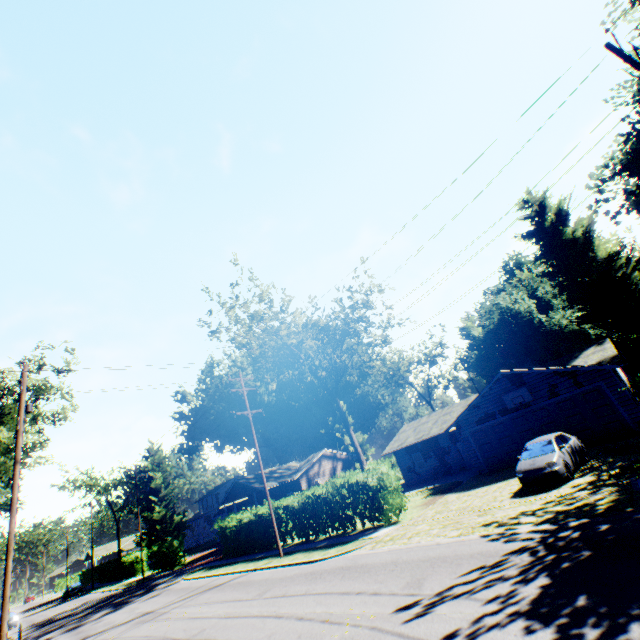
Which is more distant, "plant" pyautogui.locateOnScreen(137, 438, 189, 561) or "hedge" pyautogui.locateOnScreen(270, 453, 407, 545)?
"plant" pyautogui.locateOnScreen(137, 438, 189, 561)

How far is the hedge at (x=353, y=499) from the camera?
17.5m

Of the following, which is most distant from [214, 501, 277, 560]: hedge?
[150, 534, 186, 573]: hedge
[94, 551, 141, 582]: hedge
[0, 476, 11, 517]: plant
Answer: [0, 476, 11, 517]: plant

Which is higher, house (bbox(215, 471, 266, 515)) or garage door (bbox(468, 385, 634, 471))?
house (bbox(215, 471, 266, 515))

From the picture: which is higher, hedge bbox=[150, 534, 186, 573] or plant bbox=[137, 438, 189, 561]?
plant bbox=[137, 438, 189, 561]

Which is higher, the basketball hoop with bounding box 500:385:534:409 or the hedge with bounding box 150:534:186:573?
the basketball hoop with bounding box 500:385:534:409

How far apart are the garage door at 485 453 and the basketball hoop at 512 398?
0.5 meters

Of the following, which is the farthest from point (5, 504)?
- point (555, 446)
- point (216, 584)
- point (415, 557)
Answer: point (555, 446)
